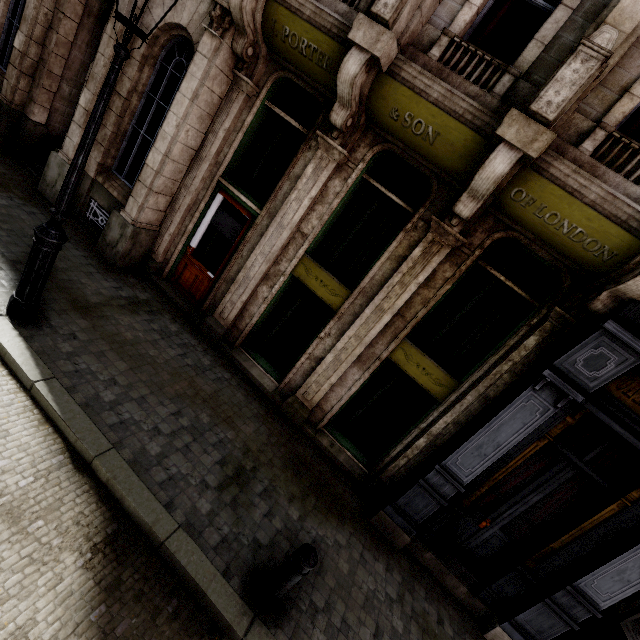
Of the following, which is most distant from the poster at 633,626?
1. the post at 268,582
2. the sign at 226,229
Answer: the sign at 226,229

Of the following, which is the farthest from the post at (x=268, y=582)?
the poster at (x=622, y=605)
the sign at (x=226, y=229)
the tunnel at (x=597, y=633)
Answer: the poster at (x=622, y=605)

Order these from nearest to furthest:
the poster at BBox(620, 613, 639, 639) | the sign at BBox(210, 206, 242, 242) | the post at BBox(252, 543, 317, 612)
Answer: the post at BBox(252, 543, 317, 612) → the poster at BBox(620, 613, 639, 639) → the sign at BBox(210, 206, 242, 242)

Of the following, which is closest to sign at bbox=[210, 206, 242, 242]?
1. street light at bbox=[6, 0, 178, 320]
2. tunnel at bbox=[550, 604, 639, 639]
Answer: street light at bbox=[6, 0, 178, 320]

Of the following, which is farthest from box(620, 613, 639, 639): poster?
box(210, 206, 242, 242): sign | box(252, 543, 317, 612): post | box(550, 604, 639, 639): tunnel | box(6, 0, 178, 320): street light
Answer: box(6, 0, 178, 320): street light

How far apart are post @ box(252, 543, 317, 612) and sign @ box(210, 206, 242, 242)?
5.6m

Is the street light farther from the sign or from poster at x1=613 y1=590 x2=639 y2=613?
poster at x1=613 y1=590 x2=639 y2=613

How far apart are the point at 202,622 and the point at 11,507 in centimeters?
219cm
